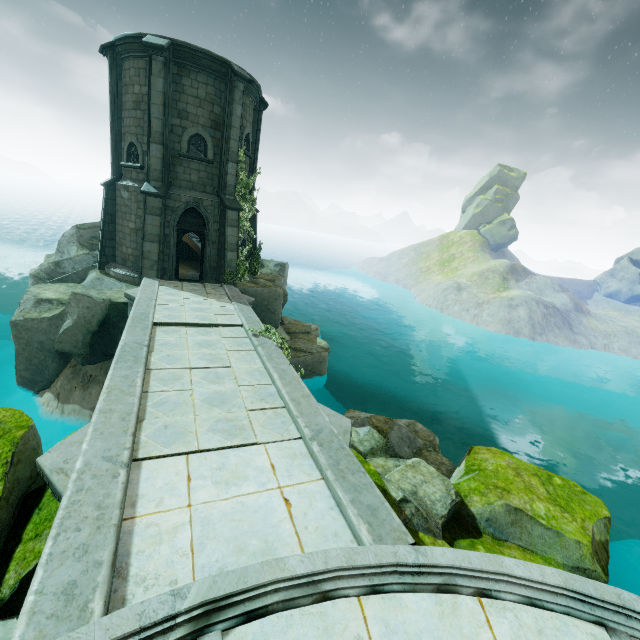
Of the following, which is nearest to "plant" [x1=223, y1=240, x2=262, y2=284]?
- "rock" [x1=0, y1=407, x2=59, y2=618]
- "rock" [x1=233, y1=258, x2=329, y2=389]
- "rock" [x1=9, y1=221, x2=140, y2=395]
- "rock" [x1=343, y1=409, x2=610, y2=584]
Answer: "rock" [x1=233, y1=258, x2=329, y2=389]

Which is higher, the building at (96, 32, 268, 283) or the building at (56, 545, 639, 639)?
the building at (96, 32, 268, 283)

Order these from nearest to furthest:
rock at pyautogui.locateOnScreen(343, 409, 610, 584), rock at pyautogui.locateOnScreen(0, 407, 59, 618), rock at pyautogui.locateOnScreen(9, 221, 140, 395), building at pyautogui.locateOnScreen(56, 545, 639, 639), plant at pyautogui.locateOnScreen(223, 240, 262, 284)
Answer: building at pyautogui.locateOnScreen(56, 545, 639, 639), rock at pyautogui.locateOnScreen(0, 407, 59, 618), rock at pyautogui.locateOnScreen(343, 409, 610, 584), rock at pyautogui.locateOnScreen(9, 221, 140, 395), plant at pyautogui.locateOnScreen(223, 240, 262, 284)

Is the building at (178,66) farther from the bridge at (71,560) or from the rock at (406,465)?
the rock at (406,465)

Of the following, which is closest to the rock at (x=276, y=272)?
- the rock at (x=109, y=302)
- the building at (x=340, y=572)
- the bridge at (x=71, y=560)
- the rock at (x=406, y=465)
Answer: the bridge at (x=71, y=560)

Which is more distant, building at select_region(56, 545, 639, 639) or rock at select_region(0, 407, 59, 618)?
rock at select_region(0, 407, 59, 618)

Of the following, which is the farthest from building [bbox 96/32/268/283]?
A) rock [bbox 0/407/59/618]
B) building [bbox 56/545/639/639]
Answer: building [bbox 56/545/639/639]

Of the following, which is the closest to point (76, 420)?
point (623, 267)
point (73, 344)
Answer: point (73, 344)
